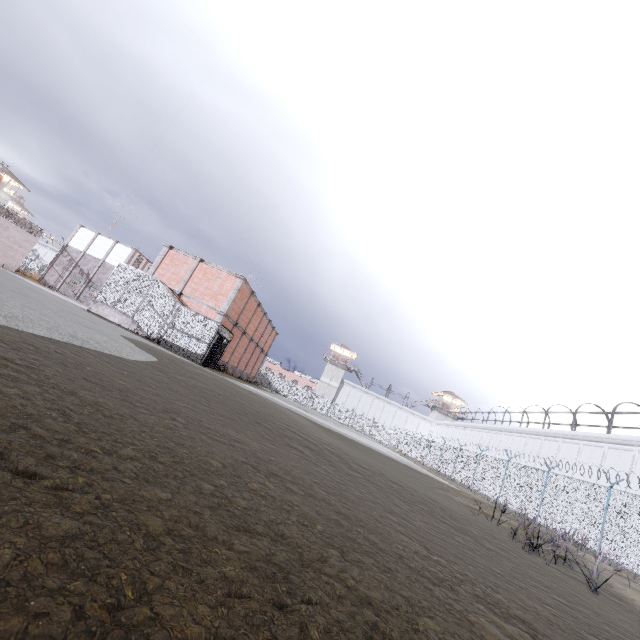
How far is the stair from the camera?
20.6 meters

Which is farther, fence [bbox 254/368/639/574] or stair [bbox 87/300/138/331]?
stair [bbox 87/300/138/331]

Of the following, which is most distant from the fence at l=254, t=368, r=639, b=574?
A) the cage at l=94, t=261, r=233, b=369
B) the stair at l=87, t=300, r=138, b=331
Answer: the stair at l=87, t=300, r=138, b=331

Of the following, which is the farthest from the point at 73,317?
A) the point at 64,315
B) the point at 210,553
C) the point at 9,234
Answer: the point at 9,234

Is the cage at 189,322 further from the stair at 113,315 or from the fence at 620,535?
the fence at 620,535

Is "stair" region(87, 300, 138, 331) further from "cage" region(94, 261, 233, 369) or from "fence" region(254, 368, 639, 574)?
"fence" region(254, 368, 639, 574)
